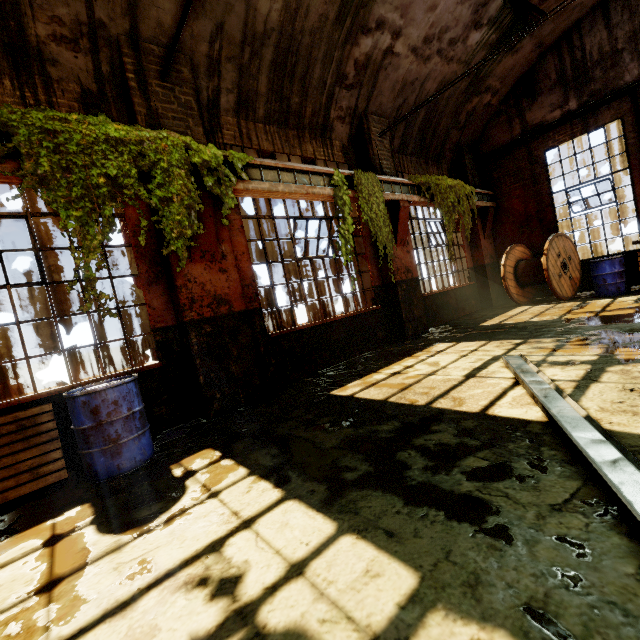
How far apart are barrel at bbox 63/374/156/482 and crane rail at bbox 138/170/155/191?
2.4 meters

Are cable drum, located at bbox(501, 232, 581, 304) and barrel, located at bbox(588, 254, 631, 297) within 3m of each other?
yes

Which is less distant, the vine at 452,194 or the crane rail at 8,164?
the crane rail at 8,164

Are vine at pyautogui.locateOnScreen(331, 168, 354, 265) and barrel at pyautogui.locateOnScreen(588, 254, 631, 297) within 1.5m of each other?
no

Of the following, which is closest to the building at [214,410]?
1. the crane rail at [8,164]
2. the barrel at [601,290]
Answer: the crane rail at [8,164]

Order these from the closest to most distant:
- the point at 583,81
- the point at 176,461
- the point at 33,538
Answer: the point at 33,538 < the point at 176,461 < the point at 583,81

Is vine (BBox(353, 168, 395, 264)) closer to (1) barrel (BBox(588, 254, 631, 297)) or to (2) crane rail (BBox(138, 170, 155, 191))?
(2) crane rail (BBox(138, 170, 155, 191))

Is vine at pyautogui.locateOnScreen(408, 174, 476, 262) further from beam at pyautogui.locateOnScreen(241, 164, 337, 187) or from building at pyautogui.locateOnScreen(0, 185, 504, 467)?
beam at pyautogui.locateOnScreen(241, 164, 337, 187)
